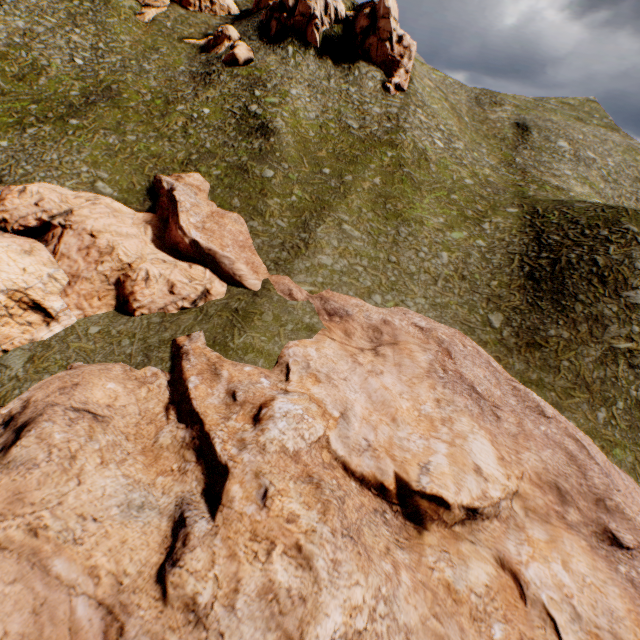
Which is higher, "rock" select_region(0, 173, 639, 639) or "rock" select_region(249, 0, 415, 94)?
"rock" select_region(249, 0, 415, 94)

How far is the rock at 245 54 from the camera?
43.8 meters

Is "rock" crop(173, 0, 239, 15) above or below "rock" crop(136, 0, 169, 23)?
above

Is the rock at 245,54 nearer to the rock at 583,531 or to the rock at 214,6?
the rock at 214,6

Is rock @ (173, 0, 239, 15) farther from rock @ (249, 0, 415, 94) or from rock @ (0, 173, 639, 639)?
rock @ (0, 173, 639, 639)

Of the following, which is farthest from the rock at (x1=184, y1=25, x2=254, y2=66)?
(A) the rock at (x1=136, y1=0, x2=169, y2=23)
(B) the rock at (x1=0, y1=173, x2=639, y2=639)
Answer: (B) the rock at (x1=0, y1=173, x2=639, y2=639)

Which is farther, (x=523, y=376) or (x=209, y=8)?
(x=209, y=8)
